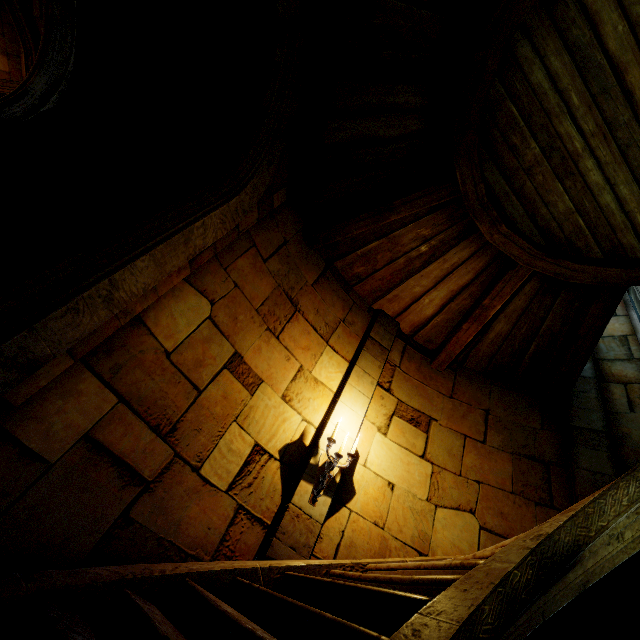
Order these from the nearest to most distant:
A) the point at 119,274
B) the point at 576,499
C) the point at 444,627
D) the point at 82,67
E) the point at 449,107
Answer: the point at 444,627 → the point at 119,274 → the point at 449,107 → the point at 576,499 → the point at 82,67

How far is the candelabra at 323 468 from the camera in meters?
3.8 m

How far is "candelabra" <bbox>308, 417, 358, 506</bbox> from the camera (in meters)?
3.83
